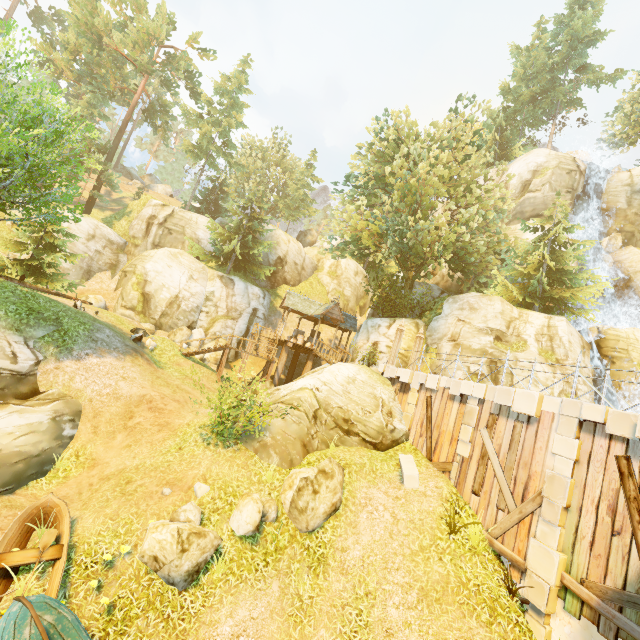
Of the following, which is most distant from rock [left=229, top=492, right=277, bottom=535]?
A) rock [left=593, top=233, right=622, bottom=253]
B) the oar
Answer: rock [left=593, top=233, right=622, bottom=253]

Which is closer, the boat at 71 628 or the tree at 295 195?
the boat at 71 628

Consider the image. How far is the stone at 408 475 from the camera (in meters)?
11.05

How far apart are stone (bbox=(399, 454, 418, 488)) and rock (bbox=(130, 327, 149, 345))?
14.8 meters

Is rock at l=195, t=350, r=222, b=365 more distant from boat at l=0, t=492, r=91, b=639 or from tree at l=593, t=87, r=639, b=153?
boat at l=0, t=492, r=91, b=639

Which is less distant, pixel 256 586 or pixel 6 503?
pixel 256 586

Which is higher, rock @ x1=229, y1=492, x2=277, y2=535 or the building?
the building

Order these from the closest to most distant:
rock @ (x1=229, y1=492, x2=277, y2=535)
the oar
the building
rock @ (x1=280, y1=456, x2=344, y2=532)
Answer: the oar
rock @ (x1=229, y1=492, x2=277, y2=535)
rock @ (x1=280, y1=456, x2=344, y2=532)
the building
